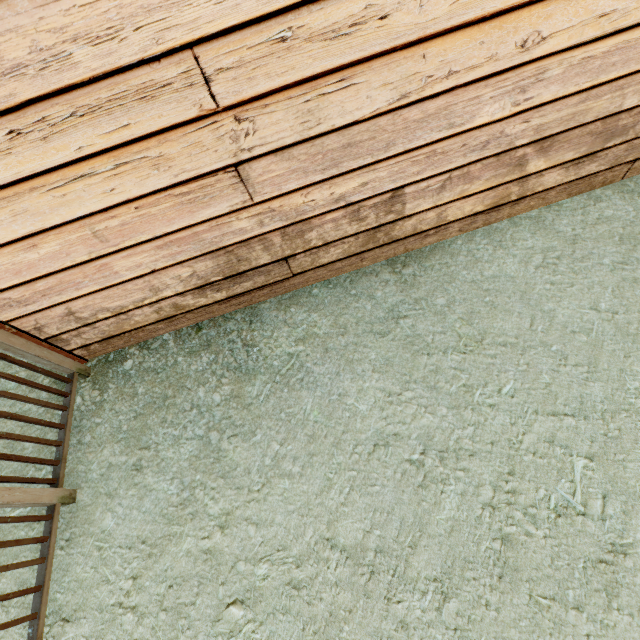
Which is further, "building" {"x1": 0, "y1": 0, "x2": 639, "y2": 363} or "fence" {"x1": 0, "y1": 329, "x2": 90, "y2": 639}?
"fence" {"x1": 0, "y1": 329, "x2": 90, "y2": 639}

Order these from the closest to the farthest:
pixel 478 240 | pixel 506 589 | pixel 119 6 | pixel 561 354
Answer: pixel 119 6 < pixel 506 589 < pixel 561 354 < pixel 478 240

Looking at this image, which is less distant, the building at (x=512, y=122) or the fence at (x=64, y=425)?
the building at (x=512, y=122)
